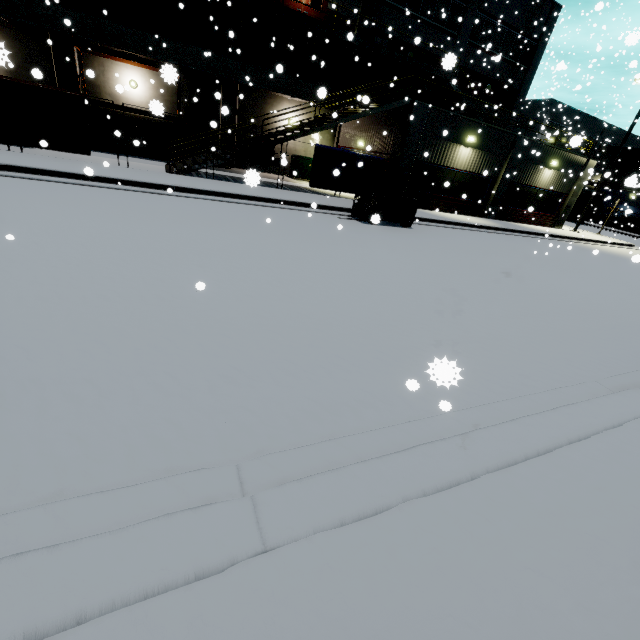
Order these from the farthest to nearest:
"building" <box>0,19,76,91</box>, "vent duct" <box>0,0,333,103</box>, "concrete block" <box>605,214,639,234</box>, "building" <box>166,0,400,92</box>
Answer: "concrete block" <box>605,214,639,234</box>, "building" <box>166,0,400,92</box>, "building" <box>0,19,76,91</box>, "vent duct" <box>0,0,333,103</box>

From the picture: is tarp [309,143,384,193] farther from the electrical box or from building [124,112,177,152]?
the electrical box

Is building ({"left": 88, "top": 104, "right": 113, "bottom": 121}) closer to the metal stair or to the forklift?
the metal stair

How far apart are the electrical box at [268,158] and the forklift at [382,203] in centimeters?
1158cm

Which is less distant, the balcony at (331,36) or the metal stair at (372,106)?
the metal stair at (372,106)

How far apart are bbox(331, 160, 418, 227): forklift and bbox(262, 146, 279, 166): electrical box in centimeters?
1158cm

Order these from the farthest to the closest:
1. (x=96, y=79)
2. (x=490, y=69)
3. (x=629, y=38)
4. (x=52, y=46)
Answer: (x=490, y=69) → (x=96, y=79) → (x=52, y=46) → (x=629, y=38)

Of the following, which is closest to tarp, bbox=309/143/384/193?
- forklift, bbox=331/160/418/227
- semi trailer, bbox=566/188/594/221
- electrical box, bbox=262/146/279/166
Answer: forklift, bbox=331/160/418/227
